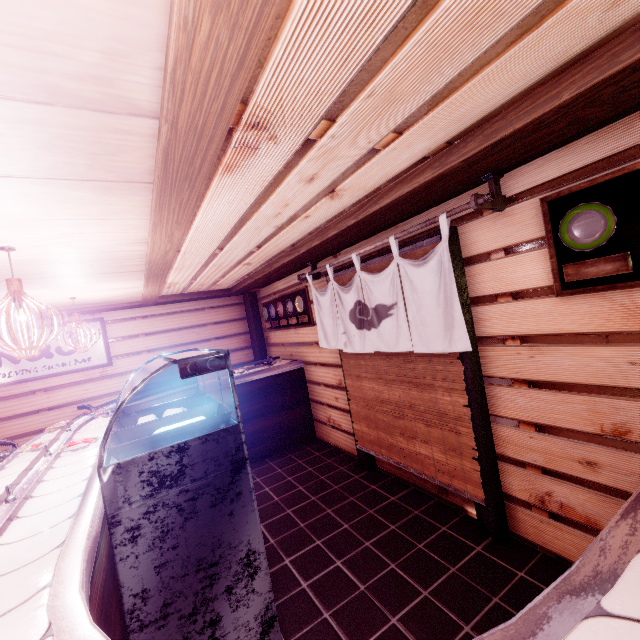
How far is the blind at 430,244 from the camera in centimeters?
488cm

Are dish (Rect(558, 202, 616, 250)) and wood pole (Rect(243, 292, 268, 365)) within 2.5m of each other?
no

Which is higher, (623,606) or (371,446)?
(623,606)

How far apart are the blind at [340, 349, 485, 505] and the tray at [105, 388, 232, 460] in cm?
326

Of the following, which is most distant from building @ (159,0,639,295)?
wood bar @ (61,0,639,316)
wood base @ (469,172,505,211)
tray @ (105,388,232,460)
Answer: tray @ (105,388,232,460)

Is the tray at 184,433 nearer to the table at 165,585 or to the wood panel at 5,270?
the table at 165,585

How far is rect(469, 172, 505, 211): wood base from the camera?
3.8m

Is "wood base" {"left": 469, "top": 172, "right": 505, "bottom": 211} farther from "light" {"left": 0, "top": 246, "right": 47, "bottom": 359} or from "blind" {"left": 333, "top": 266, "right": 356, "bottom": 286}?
"light" {"left": 0, "top": 246, "right": 47, "bottom": 359}
